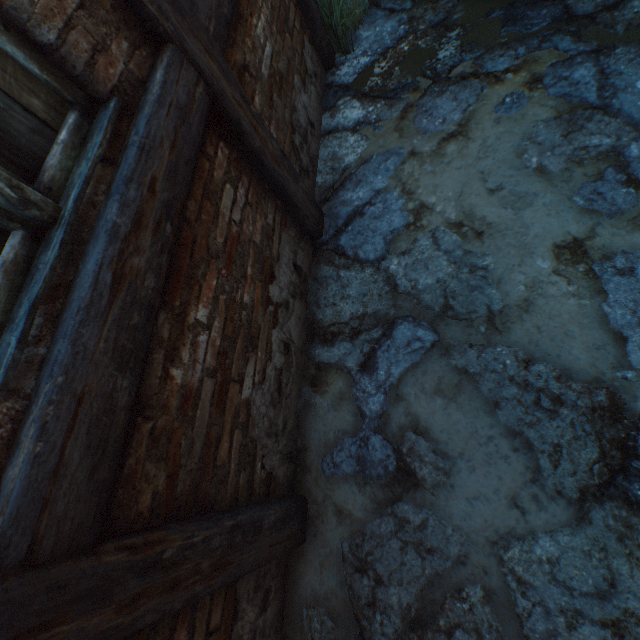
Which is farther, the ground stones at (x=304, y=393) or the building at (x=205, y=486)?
the ground stones at (x=304, y=393)

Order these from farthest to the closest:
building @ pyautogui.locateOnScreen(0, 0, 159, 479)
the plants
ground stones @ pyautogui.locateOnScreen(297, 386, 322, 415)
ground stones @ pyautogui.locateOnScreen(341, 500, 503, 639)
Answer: the plants → ground stones @ pyautogui.locateOnScreen(297, 386, 322, 415) → ground stones @ pyautogui.locateOnScreen(341, 500, 503, 639) → building @ pyautogui.locateOnScreen(0, 0, 159, 479)

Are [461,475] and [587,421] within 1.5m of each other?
yes

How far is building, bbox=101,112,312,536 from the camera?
1.1m

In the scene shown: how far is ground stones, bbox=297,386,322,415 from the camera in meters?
2.0 m

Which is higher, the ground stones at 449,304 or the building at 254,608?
the building at 254,608

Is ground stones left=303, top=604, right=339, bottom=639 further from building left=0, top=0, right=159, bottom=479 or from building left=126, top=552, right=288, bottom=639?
building left=0, top=0, right=159, bottom=479
